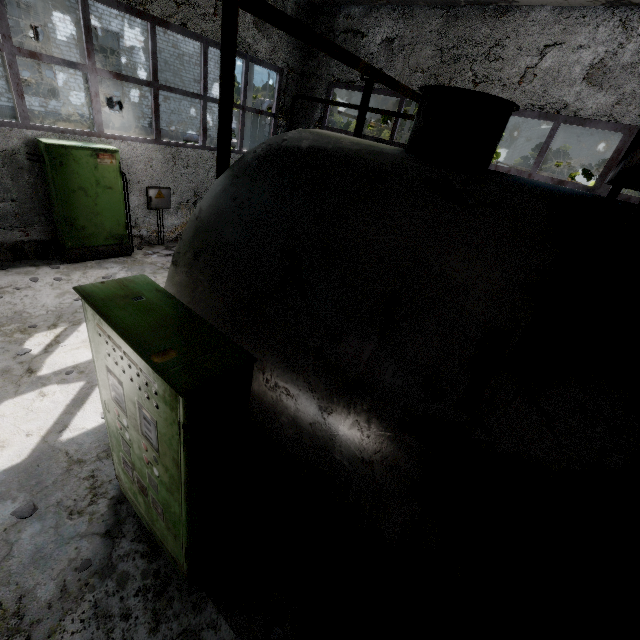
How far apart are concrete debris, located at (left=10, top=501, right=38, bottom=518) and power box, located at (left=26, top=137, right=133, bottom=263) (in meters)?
5.91

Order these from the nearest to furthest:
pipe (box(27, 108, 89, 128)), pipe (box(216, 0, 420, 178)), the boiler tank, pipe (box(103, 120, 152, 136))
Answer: the boiler tank < pipe (box(216, 0, 420, 178)) < pipe (box(27, 108, 89, 128)) < pipe (box(103, 120, 152, 136))

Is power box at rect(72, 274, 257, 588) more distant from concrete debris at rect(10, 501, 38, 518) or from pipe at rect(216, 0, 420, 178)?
pipe at rect(216, 0, 420, 178)

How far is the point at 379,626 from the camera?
2.9 meters

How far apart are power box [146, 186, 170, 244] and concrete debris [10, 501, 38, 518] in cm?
744

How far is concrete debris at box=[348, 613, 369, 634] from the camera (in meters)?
2.86

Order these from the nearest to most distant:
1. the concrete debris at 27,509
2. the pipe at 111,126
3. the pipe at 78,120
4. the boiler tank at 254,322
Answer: the boiler tank at 254,322, the concrete debris at 27,509, the pipe at 78,120, the pipe at 111,126

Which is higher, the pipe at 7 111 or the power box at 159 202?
the power box at 159 202
